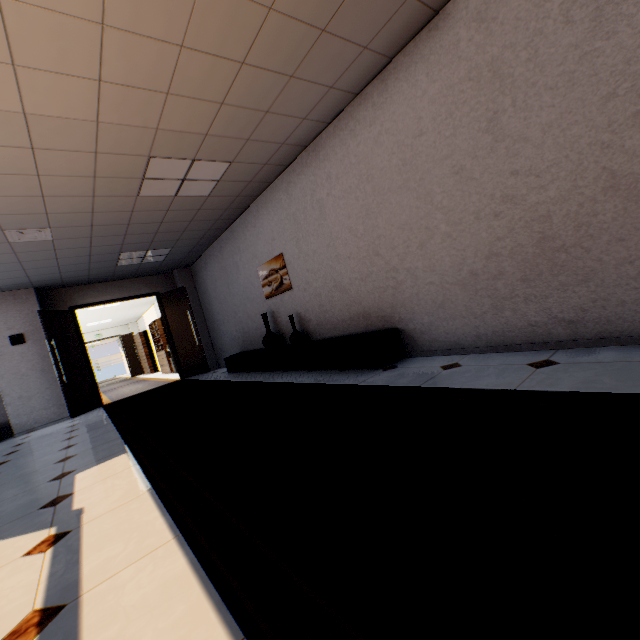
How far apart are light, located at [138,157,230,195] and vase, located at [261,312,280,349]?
2.2m

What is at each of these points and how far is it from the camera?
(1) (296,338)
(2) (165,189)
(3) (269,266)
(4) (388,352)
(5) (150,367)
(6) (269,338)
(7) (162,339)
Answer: (1) vase, 5.2 meters
(2) light, 4.4 meters
(3) picture, 5.8 meters
(4) cupboard, 3.7 meters
(5) cupboard, 16.2 meters
(6) vase, 5.8 meters
(7) book, 12.4 meters

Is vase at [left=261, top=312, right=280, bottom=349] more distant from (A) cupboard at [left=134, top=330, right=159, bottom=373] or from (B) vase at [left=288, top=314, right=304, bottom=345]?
(A) cupboard at [left=134, top=330, right=159, bottom=373]

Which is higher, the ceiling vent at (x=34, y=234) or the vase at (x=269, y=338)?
the ceiling vent at (x=34, y=234)

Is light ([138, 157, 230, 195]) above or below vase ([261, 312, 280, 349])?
above

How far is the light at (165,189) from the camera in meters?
3.8

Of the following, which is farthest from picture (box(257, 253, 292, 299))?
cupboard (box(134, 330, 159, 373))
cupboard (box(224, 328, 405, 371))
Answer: cupboard (box(134, 330, 159, 373))

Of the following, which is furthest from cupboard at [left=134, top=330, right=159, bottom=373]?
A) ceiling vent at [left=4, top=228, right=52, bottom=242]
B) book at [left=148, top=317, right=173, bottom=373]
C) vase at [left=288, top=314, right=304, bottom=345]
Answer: vase at [left=288, top=314, right=304, bottom=345]
